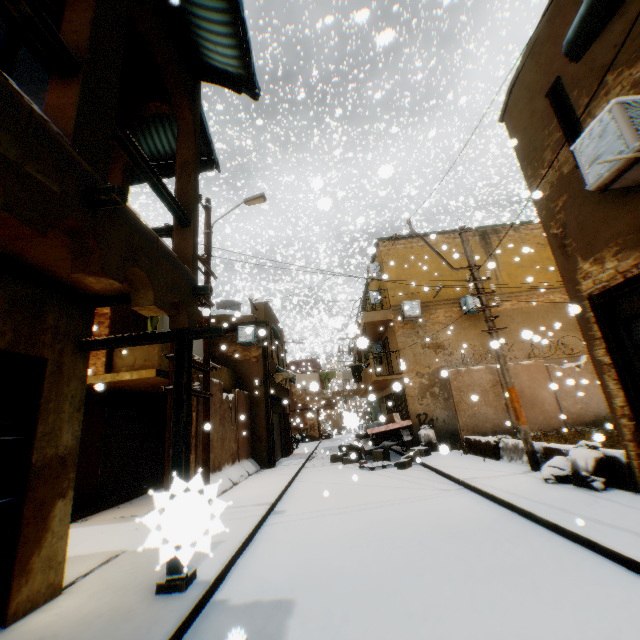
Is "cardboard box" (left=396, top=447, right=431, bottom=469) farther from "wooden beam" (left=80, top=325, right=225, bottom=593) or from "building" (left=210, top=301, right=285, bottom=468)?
"wooden beam" (left=80, top=325, right=225, bottom=593)

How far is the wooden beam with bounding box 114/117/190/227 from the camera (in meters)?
3.61

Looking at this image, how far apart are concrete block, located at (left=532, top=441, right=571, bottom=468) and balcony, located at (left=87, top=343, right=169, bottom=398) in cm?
213

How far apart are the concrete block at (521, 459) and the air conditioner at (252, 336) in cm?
373

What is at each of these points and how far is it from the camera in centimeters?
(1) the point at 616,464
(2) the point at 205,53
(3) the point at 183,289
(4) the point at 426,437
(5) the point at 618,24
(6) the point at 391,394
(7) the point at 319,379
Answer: (1) concrete block, 571cm
(2) awning, 576cm
(3) building, 461cm
(4) trash bag, 1409cm
(5) building, 481cm
(6) building, 1936cm
(7) clothes, 1694cm

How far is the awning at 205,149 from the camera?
7.0m

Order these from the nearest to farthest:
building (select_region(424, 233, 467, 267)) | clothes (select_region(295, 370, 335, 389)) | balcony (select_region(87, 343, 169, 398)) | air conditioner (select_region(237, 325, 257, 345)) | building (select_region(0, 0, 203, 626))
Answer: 1. building (select_region(0, 0, 203, 626))
2. balcony (select_region(87, 343, 169, 398))
3. air conditioner (select_region(237, 325, 257, 345))
4. clothes (select_region(295, 370, 335, 389))
5. building (select_region(424, 233, 467, 267))
